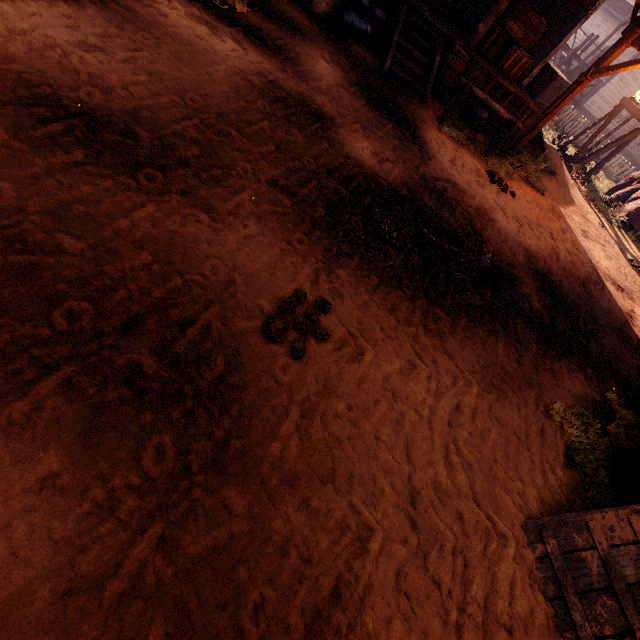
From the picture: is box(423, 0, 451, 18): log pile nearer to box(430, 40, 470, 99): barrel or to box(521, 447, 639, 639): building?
box(521, 447, 639, 639): building

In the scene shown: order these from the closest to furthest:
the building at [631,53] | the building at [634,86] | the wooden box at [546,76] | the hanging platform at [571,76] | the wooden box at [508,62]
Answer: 1. the wooden box at [508,62]
2. the wooden box at [546,76]
3. the hanging platform at [571,76]
4. the building at [631,53]
5. the building at [634,86]

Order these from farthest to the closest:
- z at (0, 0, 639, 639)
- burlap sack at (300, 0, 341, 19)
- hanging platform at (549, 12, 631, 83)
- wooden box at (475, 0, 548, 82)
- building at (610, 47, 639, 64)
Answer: building at (610, 47, 639, 64) < hanging platform at (549, 12, 631, 83) < wooden box at (475, 0, 548, 82) < burlap sack at (300, 0, 341, 19) < z at (0, 0, 639, 639)

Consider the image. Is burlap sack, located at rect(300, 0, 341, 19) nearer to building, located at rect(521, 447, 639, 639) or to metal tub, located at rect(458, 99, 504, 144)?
building, located at rect(521, 447, 639, 639)

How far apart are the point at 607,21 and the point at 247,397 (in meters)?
36.06

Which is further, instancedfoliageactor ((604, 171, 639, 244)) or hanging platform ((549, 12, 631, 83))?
hanging platform ((549, 12, 631, 83))

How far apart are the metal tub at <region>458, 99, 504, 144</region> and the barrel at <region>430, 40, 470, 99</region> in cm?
53

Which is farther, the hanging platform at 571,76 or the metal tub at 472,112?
the hanging platform at 571,76
